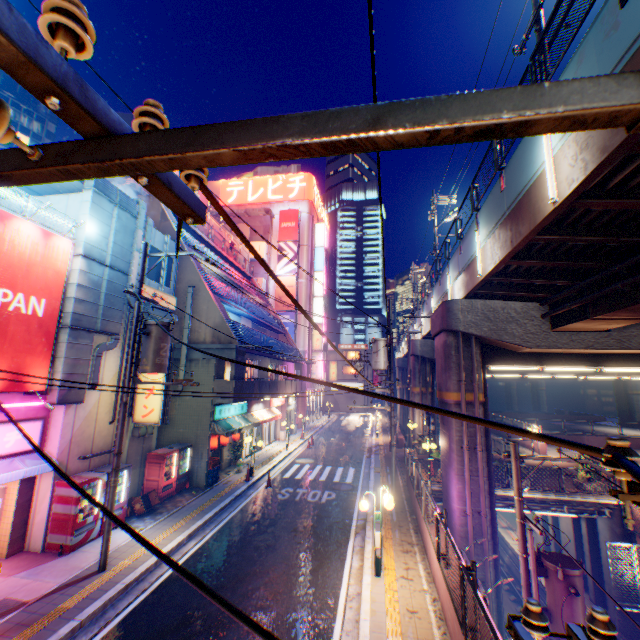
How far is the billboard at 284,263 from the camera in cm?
3981

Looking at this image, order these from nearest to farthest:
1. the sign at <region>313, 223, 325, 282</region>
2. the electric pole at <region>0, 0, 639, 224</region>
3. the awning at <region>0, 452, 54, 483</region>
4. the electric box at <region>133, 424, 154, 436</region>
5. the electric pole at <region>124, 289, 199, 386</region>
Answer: the electric pole at <region>0, 0, 639, 224</region>
the awning at <region>0, 452, 54, 483</region>
the electric pole at <region>124, 289, 199, 386</region>
the electric box at <region>133, 424, 154, 436</region>
the sign at <region>313, 223, 325, 282</region>

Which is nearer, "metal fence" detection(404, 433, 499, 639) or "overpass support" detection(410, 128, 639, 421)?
"metal fence" detection(404, 433, 499, 639)

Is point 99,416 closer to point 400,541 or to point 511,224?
point 400,541

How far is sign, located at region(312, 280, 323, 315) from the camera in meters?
41.0 m

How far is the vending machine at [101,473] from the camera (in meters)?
10.66

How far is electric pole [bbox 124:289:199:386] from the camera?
9.75m

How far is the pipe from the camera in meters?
13.5
